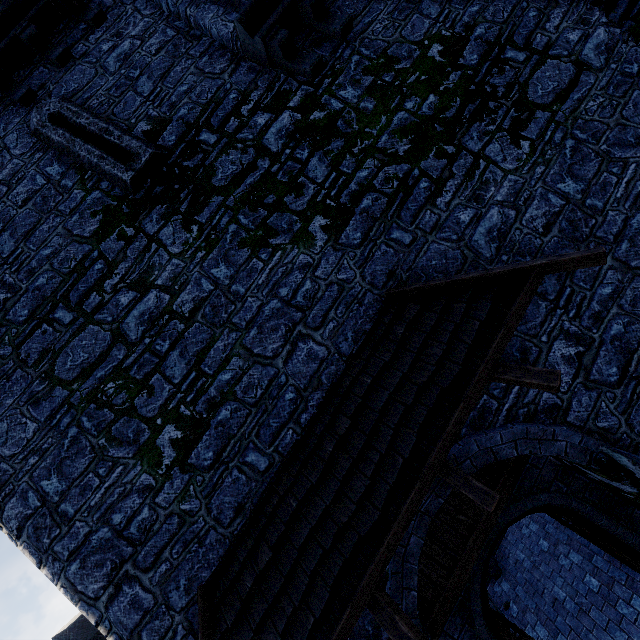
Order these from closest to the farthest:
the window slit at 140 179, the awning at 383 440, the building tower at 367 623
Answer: the awning at 383 440
the building tower at 367 623
the window slit at 140 179

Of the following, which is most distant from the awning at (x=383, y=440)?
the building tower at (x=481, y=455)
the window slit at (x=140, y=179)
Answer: the window slit at (x=140, y=179)

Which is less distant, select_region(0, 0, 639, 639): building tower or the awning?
the awning

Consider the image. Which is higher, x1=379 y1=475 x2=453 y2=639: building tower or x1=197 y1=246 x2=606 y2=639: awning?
x1=197 y1=246 x2=606 y2=639: awning

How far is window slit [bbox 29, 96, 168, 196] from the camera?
5.1 meters

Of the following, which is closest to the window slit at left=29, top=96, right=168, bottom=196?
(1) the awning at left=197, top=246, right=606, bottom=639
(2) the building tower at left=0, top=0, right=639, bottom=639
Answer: (2) the building tower at left=0, top=0, right=639, bottom=639

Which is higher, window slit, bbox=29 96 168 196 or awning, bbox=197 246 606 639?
window slit, bbox=29 96 168 196

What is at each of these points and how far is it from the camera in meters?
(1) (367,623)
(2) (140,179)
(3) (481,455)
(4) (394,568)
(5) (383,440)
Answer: (1) building tower, 3.5
(2) window slit, 5.1
(3) building tower, 3.6
(4) building tower, 3.5
(5) awning, 3.4
